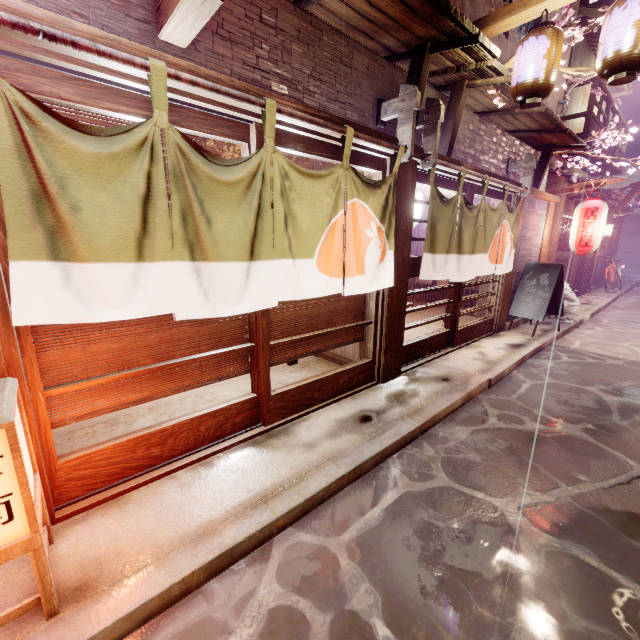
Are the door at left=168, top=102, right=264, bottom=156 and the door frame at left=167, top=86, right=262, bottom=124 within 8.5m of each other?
yes

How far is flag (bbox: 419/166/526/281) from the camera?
7.74m

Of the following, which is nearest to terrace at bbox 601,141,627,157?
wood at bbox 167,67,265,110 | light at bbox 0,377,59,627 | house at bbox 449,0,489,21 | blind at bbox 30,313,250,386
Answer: house at bbox 449,0,489,21

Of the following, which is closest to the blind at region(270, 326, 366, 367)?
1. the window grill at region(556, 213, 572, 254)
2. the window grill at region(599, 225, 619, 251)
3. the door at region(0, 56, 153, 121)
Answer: the door at region(0, 56, 153, 121)

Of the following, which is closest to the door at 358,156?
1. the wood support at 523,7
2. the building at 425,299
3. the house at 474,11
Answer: the wood support at 523,7

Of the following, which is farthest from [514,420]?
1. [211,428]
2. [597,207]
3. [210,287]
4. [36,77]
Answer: [597,207]

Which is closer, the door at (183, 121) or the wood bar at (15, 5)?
the wood bar at (15, 5)

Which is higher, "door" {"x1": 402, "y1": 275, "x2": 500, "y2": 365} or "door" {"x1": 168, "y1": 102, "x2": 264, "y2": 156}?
"door" {"x1": 168, "y1": 102, "x2": 264, "y2": 156}
